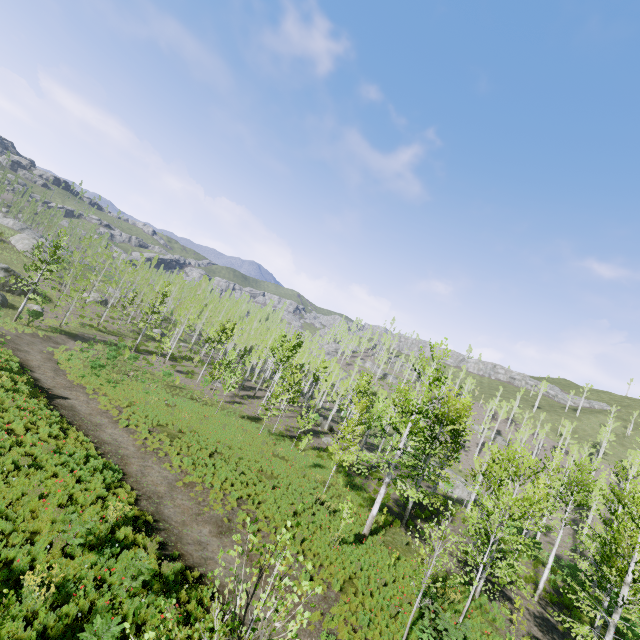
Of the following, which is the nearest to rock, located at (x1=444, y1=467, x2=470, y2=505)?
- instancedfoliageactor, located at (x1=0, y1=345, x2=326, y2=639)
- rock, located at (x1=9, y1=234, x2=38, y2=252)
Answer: instancedfoliageactor, located at (x1=0, y1=345, x2=326, y2=639)

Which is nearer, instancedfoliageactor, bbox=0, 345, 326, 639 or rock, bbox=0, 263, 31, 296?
instancedfoliageactor, bbox=0, 345, 326, 639

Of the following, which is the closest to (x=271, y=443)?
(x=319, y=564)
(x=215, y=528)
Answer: (x=215, y=528)

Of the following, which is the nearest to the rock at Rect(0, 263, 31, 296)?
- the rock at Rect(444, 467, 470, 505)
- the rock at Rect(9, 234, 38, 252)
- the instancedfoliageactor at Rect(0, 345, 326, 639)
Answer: the rock at Rect(9, 234, 38, 252)

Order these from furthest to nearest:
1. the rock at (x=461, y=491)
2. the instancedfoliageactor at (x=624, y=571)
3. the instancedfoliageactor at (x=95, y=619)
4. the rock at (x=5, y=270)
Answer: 1. the rock at (x=461, y=491)
2. the rock at (x=5, y=270)
3. the instancedfoliageactor at (x=624, y=571)
4. the instancedfoliageactor at (x=95, y=619)

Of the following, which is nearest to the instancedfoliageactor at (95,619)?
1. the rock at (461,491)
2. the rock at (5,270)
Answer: the rock at (461,491)

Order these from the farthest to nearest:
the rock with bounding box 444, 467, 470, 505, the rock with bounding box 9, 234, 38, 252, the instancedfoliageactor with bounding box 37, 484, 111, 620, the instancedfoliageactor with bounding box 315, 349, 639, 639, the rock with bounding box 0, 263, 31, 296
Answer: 1. the rock with bounding box 9, 234, 38, 252
2. the rock with bounding box 444, 467, 470, 505
3. the rock with bounding box 0, 263, 31, 296
4. the instancedfoliageactor with bounding box 315, 349, 639, 639
5. the instancedfoliageactor with bounding box 37, 484, 111, 620
